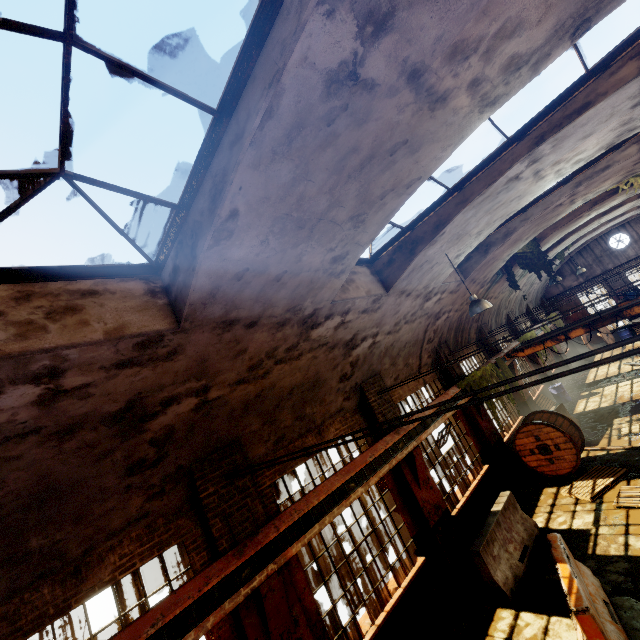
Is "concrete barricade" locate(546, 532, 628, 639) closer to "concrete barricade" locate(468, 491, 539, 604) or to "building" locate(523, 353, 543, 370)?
"concrete barricade" locate(468, 491, 539, 604)

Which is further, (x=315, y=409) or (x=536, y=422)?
(x=536, y=422)

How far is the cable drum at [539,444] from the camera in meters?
10.5

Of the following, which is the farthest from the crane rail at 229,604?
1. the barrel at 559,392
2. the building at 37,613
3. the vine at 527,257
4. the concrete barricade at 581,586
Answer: the barrel at 559,392

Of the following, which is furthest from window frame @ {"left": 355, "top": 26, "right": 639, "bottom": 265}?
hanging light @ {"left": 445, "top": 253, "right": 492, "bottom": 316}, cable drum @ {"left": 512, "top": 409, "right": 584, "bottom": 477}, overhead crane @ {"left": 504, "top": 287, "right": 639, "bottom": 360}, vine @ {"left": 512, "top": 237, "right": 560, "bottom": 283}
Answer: overhead crane @ {"left": 504, "top": 287, "right": 639, "bottom": 360}

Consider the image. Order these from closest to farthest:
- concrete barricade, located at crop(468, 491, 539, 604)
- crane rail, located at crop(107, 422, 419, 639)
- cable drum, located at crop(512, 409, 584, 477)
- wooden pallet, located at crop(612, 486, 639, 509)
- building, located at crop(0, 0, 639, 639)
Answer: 1. building, located at crop(0, 0, 639, 639)
2. crane rail, located at crop(107, 422, 419, 639)
3. concrete barricade, located at crop(468, 491, 539, 604)
4. wooden pallet, located at crop(612, 486, 639, 509)
5. cable drum, located at crop(512, 409, 584, 477)

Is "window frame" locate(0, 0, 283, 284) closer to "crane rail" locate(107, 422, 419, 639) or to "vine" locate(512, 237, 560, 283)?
"crane rail" locate(107, 422, 419, 639)

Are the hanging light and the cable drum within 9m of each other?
yes
